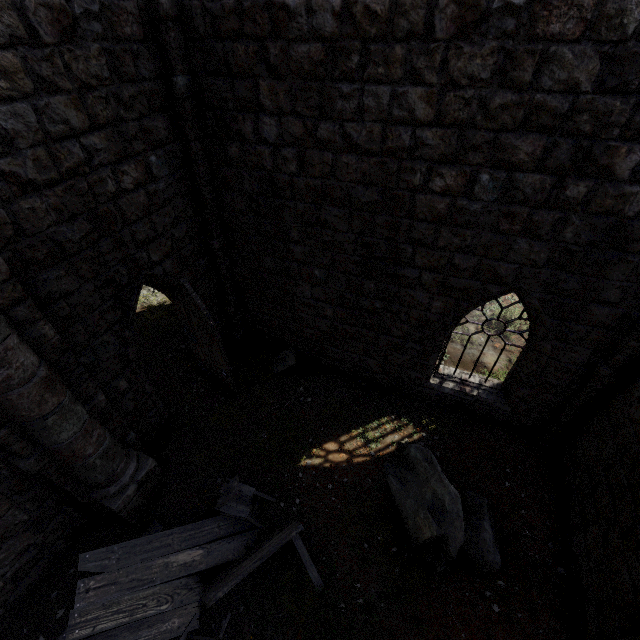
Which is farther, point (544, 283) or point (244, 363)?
point (244, 363)

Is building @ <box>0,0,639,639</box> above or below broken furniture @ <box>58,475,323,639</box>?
above

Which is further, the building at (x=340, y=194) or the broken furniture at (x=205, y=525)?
the broken furniture at (x=205, y=525)

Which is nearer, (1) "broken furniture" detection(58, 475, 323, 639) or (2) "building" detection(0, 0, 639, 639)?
(2) "building" detection(0, 0, 639, 639)

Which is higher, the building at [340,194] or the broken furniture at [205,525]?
the building at [340,194]
